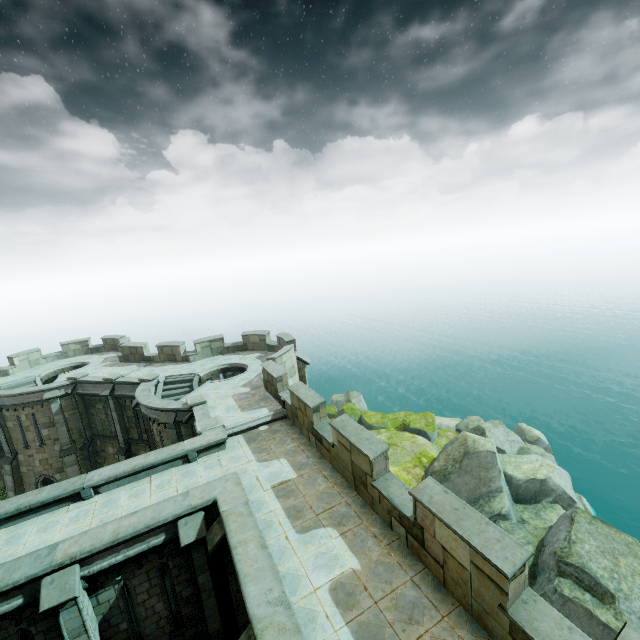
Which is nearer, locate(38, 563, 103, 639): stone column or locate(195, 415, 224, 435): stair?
locate(38, 563, 103, 639): stone column

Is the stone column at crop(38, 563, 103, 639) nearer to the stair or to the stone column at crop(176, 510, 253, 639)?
the stone column at crop(176, 510, 253, 639)

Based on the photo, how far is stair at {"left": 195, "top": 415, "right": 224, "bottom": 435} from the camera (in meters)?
13.47

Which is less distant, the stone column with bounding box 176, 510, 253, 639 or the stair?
the stone column with bounding box 176, 510, 253, 639

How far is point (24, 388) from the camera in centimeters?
2211cm

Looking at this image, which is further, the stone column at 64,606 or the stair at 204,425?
the stair at 204,425

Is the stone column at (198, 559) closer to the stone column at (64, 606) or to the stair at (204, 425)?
the stone column at (64, 606)

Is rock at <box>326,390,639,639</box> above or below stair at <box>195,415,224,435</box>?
below
